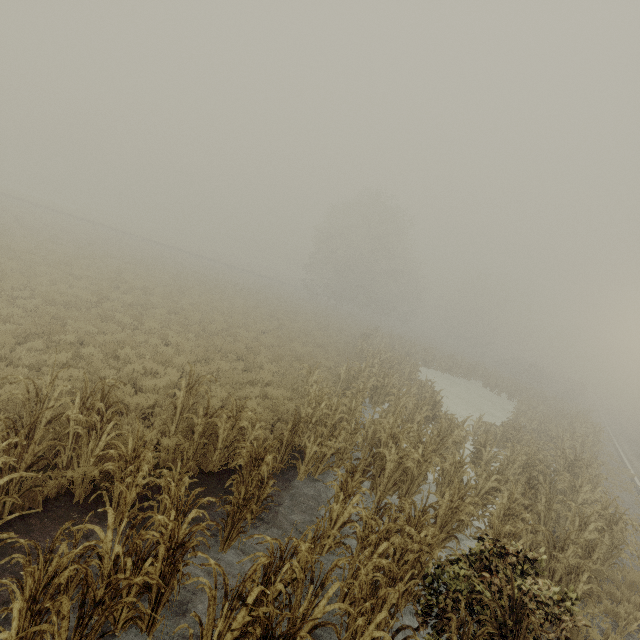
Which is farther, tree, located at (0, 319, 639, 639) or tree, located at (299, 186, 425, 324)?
tree, located at (299, 186, 425, 324)

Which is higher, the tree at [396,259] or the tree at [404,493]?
the tree at [396,259]

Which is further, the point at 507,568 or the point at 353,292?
the point at 353,292

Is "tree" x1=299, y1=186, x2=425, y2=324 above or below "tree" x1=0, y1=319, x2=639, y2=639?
above

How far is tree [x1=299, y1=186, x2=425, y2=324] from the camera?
40.88m

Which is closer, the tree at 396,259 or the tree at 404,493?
the tree at 404,493
